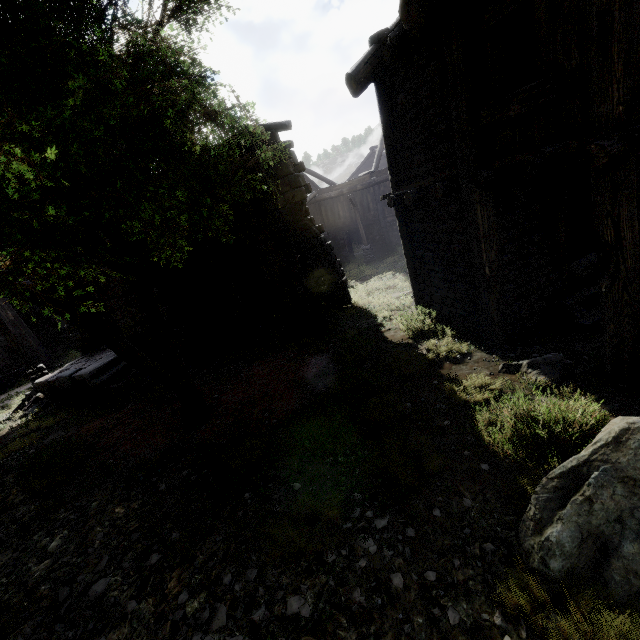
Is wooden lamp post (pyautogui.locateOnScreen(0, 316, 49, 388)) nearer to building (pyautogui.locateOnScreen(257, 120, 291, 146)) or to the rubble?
the rubble

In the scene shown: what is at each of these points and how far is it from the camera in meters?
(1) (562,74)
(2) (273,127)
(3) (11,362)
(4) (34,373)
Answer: (1) building, 4.3
(2) building, 9.1
(3) building, 20.0
(4) wooden lamp post, 13.6

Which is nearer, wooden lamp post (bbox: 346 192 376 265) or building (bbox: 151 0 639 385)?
building (bbox: 151 0 639 385)

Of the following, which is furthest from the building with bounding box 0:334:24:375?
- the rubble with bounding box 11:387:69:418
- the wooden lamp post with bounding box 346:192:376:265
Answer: the wooden lamp post with bounding box 346:192:376:265

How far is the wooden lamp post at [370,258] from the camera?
20.7m

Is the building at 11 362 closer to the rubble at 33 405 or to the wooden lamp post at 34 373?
the rubble at 33 405

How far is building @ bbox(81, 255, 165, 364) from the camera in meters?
12.0 m

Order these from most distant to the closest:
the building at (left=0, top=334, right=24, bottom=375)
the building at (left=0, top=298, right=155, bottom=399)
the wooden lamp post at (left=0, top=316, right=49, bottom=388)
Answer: the building at (left=0, top=334, right=24, bottom=375), the wooden lamp post at (left=0, top=316, right=49, bottom=388), the building at (left=0, top=298, right=155, bottom=399)
